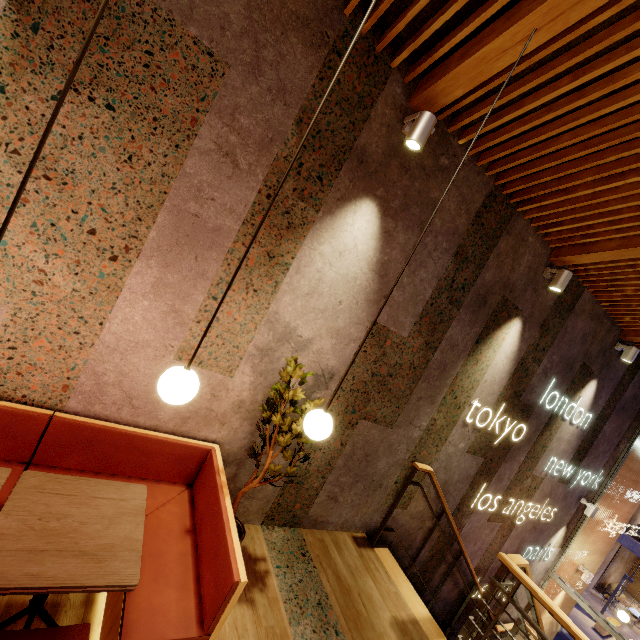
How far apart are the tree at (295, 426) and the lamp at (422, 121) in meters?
2.1

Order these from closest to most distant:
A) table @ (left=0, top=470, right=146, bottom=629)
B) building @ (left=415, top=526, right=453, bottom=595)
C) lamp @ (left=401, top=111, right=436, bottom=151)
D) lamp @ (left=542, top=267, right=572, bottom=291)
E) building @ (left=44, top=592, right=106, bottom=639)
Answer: table @ (left=0, top=470, right=146, bottom=629)
building @ (left=44, top=592, right=106, bottom=639)
lamp @ (left=401, top=111, right=436, bottom=151)
lamp @ (left=542, top=267, right=572, bottom=291)
building @ (left=415, top=526, right=453, bottom=595)

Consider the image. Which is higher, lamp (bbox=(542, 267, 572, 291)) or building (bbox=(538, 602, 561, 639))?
lamp (bbox=(542, 267, 572, 291))

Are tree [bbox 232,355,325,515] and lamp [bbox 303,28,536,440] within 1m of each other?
yes

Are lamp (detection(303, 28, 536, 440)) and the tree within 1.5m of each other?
yes

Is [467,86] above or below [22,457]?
above

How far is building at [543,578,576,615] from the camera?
7.35m

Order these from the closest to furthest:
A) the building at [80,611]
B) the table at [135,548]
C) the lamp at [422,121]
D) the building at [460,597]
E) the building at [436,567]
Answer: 1. the table at [135,548]
2. the building at [80,611]
3. the lamp at [422,121]
4. the building at [436,567]
5. the building at [460,597]
